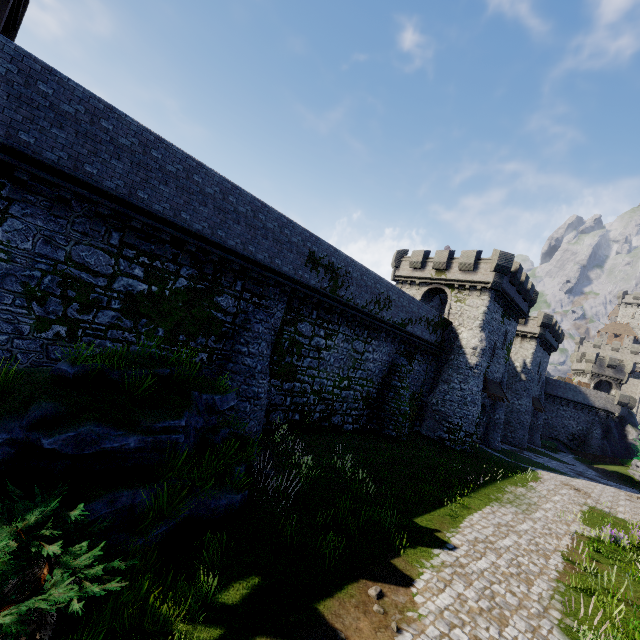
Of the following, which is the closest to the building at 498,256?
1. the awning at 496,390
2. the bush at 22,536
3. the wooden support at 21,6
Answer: the awning at 496,390

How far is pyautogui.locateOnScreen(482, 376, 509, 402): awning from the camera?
28.4 meters

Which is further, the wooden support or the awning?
the awning

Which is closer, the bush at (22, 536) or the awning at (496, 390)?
the bush at (22, 536)

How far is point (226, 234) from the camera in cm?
1317

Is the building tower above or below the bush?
above

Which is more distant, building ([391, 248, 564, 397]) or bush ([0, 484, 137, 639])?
building ([391, 248, 564, 397])

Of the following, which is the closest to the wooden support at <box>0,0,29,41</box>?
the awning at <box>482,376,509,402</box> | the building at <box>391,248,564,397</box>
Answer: the building at <box>391,248,564,397</box>
